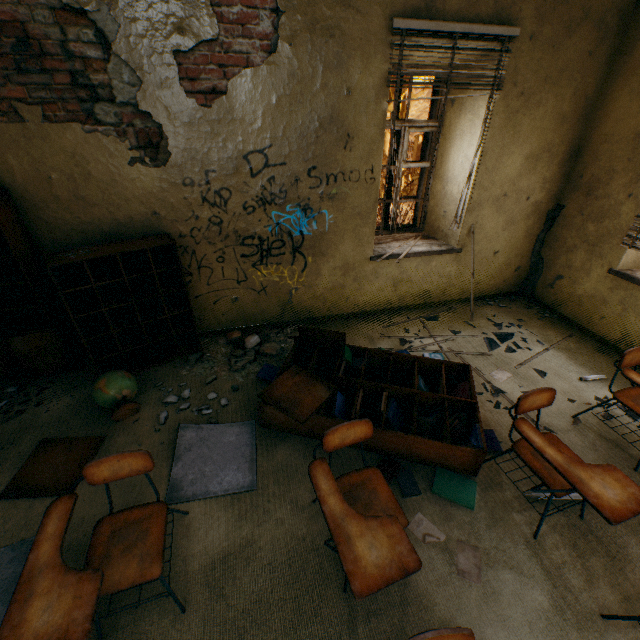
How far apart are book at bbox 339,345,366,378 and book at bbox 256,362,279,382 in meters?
0.6 m

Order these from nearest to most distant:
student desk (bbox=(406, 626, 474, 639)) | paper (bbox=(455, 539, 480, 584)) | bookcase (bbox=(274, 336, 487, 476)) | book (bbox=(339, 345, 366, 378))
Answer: student desk (bbox=(406, 626, 474, 639)) < paper (bbox=(455, 539, 480, 584)) < bookcase (bbox=(274, 336, 487, 476)) < book (bbox=(339, 345, 366, 378))

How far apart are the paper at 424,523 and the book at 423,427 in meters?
0.6

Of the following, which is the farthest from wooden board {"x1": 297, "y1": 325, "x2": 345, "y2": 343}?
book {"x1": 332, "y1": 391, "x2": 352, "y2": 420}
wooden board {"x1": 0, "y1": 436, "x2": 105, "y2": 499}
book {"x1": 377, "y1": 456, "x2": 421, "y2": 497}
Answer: wooden board {"x1": 0, "y1": 436, "x2": 105, "y2": 499}

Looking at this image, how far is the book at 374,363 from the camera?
3.3m

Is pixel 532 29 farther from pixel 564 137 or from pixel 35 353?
Answer: pixel 35 353

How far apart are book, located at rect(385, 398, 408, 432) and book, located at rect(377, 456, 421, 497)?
0.3m

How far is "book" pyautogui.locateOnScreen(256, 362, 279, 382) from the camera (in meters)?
3.29
